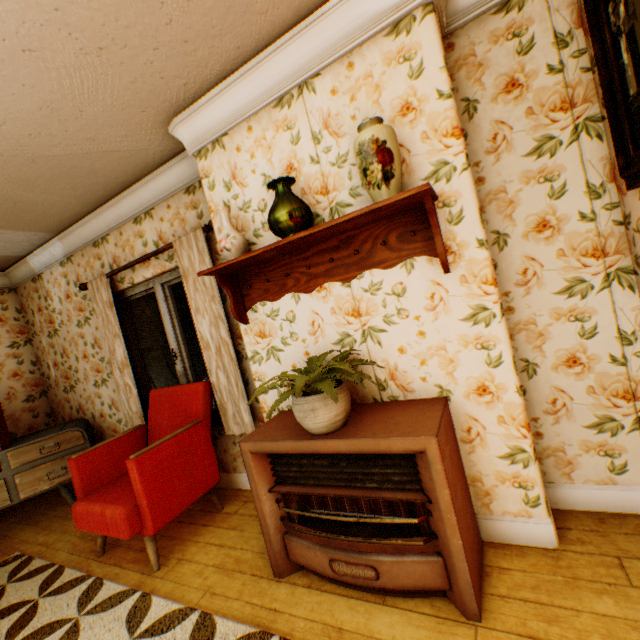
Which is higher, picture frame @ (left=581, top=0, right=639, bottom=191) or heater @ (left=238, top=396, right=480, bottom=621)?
picture frame @ (left=581, top=0, right=639, bottom=191)

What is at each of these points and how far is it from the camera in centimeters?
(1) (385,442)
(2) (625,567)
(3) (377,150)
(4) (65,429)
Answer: (1) heater, 156cm
(2) building, 156cm
(3) vase, 161cm
(4) tv, 358cm

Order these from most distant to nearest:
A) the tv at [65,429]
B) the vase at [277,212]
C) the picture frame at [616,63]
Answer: the tv at [65,429] < the vase at [277,212] < the picture frame at [616,63]

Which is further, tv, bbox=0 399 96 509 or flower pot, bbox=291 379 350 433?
tv, bbox=0 399 96 509

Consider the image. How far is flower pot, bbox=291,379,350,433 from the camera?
1.7m

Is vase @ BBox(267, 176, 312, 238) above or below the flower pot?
above

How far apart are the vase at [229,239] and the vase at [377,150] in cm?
91

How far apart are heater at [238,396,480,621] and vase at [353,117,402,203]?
1.14m
